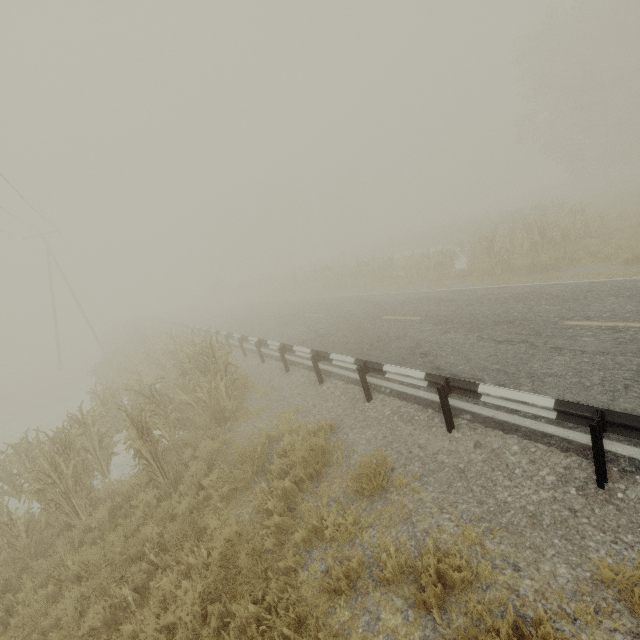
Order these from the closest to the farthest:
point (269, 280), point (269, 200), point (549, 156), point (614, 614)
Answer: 1. point (614, 614)
2. point (549, 156)
3. point (269, 280)
4. point (269, 200)

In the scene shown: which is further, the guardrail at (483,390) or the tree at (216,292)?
the tree at (216,292)

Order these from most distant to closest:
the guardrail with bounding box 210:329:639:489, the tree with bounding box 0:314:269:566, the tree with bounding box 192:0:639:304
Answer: Result: the tree with bounding box 192:0:639:304 < the tree with bounding box 0:314:269:566 < the guardrail with bounding box 210:329:639:489

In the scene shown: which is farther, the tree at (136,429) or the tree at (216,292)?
the tree at (216,292)

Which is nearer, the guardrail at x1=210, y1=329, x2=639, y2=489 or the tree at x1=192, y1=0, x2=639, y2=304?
the guardrail at x1=210, y1=329, x2=639, y2=489

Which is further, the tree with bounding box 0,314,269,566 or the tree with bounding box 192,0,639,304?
the tree with bounding box 192,0,639,304
